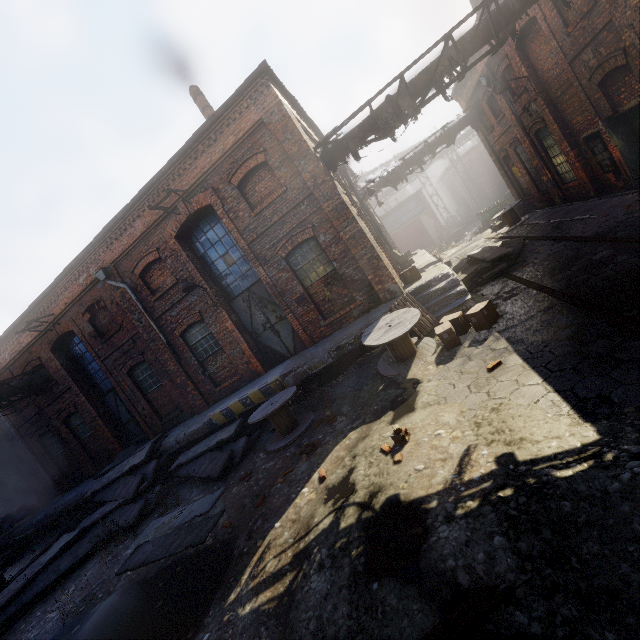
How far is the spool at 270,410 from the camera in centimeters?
805cm

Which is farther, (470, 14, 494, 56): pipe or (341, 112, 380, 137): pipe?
(341, 112, 380, 137): pipe

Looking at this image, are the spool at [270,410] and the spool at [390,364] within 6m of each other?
yes

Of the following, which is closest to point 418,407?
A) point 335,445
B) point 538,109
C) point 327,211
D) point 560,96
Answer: point 335,445

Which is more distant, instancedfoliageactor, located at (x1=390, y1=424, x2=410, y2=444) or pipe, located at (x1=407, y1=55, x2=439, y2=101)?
pipe, located at (x1=407, y1=55, x2=439, y2=101)

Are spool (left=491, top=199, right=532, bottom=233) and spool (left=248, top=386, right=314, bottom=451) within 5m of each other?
no

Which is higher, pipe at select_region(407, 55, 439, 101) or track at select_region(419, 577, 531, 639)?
pipe at select_region(407, 55, 439, 101)

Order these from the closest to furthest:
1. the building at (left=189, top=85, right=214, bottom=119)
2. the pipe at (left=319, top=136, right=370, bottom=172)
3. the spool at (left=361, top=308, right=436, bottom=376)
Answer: the spool at (left=361, top=308, right=436, bottom=376)
the pipe at (left=319, top=136, right=370, bottom=172)
the building at (left=189, top=85, right=214, bottom=119)
